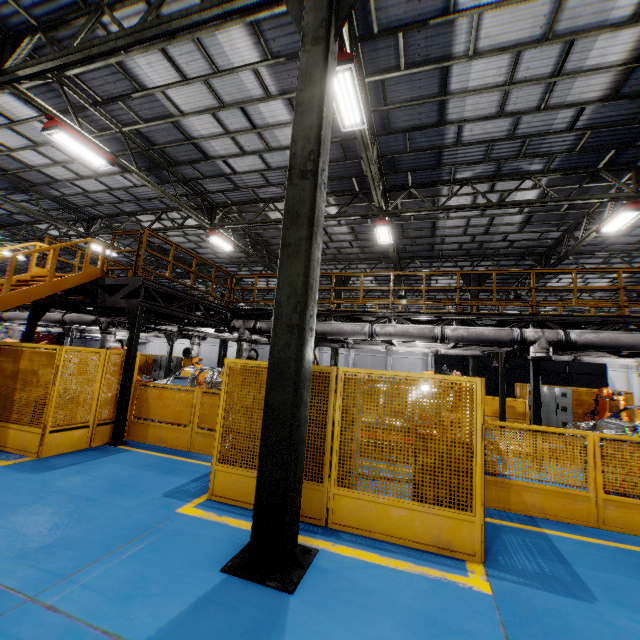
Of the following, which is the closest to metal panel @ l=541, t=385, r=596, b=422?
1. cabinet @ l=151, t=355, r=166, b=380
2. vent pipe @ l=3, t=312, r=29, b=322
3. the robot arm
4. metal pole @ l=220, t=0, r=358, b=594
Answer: cabinet @ l=151, t=355, r=166, b=380

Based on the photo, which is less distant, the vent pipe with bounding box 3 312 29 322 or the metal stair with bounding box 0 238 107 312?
the metal stair with bounding box 0 238 107 312

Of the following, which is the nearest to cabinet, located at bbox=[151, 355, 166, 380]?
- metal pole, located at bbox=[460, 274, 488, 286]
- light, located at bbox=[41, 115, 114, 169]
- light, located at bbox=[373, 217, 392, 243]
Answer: light, located at bbox=[41, 115, 114, 169]

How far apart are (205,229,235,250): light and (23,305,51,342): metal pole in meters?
6.6 m

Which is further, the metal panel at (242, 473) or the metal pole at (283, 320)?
the metal panel at (242, 473)

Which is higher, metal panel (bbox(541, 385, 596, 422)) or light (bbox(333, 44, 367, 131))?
light (bbox(333, 44, 367, 131))

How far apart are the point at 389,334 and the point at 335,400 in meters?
5.2

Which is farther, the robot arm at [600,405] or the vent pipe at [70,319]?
the vent pipe at [70,319]
